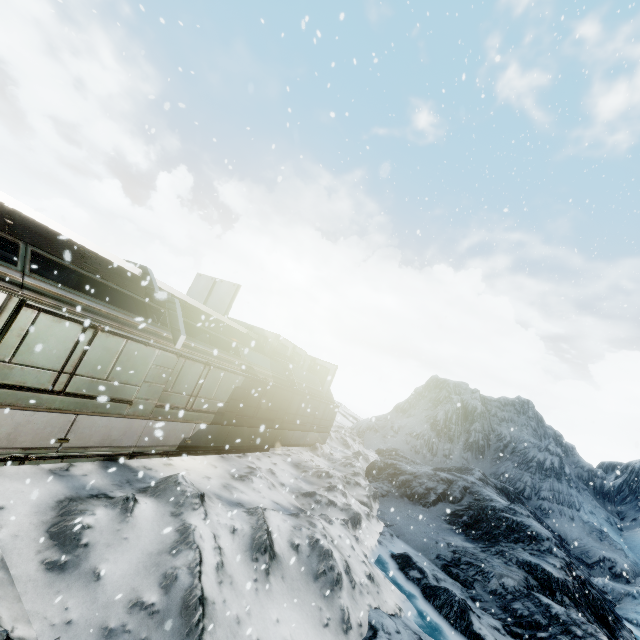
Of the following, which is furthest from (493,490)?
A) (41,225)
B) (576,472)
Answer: (41,225)
